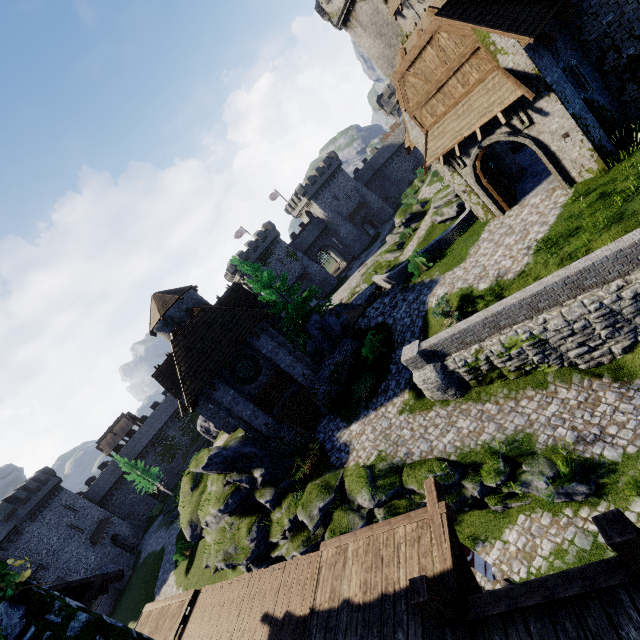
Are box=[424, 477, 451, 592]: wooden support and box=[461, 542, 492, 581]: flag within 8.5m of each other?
yes

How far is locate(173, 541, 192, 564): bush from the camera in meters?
29.2 m

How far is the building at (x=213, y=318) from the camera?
19.0m

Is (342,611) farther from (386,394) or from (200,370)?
(200,370)

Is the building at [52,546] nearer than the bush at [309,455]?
No

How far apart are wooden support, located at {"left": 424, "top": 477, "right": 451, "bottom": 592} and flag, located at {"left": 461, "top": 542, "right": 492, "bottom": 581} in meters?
0.3

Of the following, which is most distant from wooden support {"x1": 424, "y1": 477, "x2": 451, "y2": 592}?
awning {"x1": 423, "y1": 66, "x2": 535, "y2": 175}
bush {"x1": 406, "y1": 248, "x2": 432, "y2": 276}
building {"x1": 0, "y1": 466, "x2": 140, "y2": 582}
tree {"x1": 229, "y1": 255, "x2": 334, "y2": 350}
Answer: building {"x1": 0, "y1": 466, "x2": 140, "y2": 582}

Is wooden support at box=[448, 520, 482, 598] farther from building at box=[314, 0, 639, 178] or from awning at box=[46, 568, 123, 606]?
building at box=[314, 0, 639, 178]
